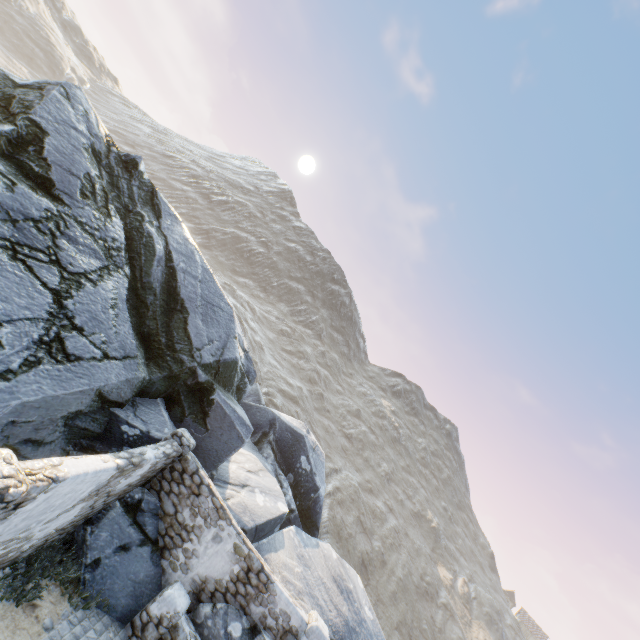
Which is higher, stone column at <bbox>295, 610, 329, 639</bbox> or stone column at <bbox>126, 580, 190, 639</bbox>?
stone column at <bbox>295, 610, 329, 639</bbox>

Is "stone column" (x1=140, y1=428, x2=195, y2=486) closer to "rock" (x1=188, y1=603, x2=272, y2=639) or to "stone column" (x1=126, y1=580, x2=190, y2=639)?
"rock" (x1=188, y1=603, x2=272, y2=639)

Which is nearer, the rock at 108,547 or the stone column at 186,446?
the rock at 108,547

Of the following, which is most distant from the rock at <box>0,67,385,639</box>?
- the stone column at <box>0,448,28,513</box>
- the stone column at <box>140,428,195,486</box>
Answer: the stone column at <box>0,448,28,513</box>

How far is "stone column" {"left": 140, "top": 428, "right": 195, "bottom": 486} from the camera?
9.1 meters

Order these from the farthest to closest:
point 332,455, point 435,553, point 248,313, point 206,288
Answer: point 248,313 → point 435,553 → point 332,455 → point 206,288

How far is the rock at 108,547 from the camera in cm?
761

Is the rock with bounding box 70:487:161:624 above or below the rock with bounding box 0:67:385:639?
below
